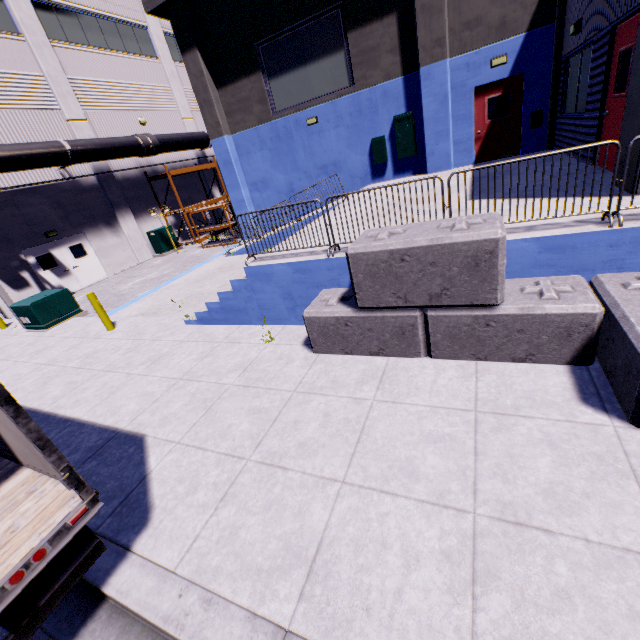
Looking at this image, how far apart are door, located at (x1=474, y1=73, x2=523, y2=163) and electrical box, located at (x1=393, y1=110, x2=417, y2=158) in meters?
2.1 m

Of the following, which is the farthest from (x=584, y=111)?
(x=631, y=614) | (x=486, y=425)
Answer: (x=631, y=614)

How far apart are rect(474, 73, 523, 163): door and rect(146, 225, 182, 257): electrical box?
17.10m

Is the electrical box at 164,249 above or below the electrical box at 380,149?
below

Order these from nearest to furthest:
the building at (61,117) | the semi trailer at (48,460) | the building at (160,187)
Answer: the semi trailer at (48,460) < the building at (61,117) < the building at (160,187)

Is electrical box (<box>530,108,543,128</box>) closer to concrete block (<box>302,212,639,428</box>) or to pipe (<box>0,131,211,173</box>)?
concrete block (<box>302,212,639,428</box>)

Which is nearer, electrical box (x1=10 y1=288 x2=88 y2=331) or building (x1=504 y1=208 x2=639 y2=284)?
building (x1=504 y1=208 x2=639 y2=284)

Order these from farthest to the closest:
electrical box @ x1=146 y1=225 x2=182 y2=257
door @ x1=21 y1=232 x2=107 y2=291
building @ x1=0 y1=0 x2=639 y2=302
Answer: electrical box @ x1=146 y1=225 x2=182 y2=257
door @ x1=21 y1=232 x2=107 y2=291
building @ x1=0 y1=0 x2=639 y2=302
